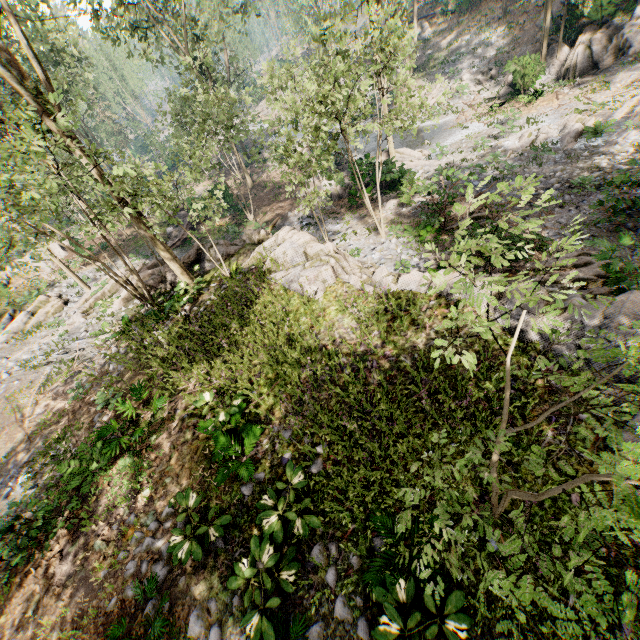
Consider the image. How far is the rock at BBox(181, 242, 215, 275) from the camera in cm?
1617

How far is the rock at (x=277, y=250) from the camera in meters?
10.7 m

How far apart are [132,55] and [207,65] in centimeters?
594cm

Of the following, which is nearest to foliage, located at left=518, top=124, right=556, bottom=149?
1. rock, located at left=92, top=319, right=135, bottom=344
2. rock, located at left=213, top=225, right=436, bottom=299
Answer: rock, located at left=213, top=225, right=436, bottom=299

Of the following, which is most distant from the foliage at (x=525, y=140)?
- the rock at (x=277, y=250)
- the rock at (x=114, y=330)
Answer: the rock at (x=114, y=330)

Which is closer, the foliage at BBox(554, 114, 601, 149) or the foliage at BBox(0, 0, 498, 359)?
the foliage at BBox(0, 0, 498, 359)

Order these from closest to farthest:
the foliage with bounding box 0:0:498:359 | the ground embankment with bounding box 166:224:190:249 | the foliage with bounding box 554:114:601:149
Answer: the foliage with bounding box 0:0:498:359
the foliage with bounding box 554:114:601:149
the ground embankment with bounding box 166:224:190:249
